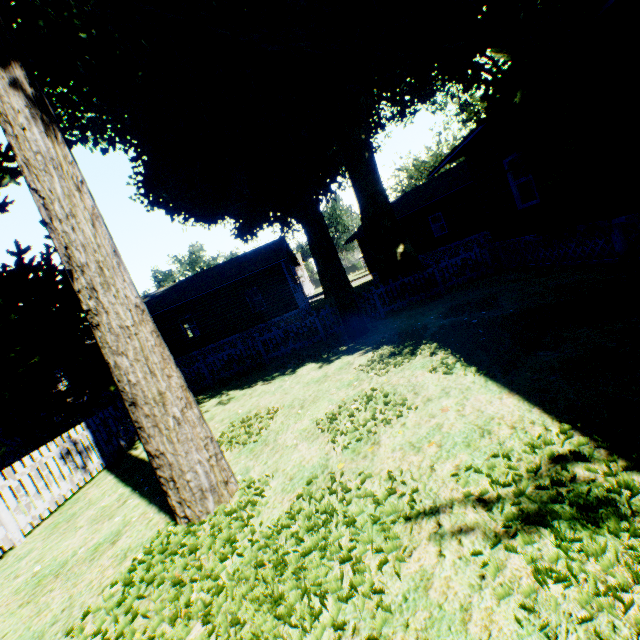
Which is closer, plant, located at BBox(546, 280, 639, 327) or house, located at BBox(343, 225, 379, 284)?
plant, located at BBox(546, 280, 639, 327)

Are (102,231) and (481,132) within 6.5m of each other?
no

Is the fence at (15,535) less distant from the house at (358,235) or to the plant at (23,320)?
the plant at (23,320)

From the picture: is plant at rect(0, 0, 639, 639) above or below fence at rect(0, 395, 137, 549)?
above

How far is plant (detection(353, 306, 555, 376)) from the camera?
5.4 meters

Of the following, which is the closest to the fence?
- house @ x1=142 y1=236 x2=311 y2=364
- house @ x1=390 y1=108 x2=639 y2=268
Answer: house @ x1=142 y1=236 x2=311 y2=364

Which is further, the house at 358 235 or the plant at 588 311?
the house at 358 235

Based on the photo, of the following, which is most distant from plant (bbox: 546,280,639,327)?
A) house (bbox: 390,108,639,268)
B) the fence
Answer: house (bbox: 390,108,639,268)
